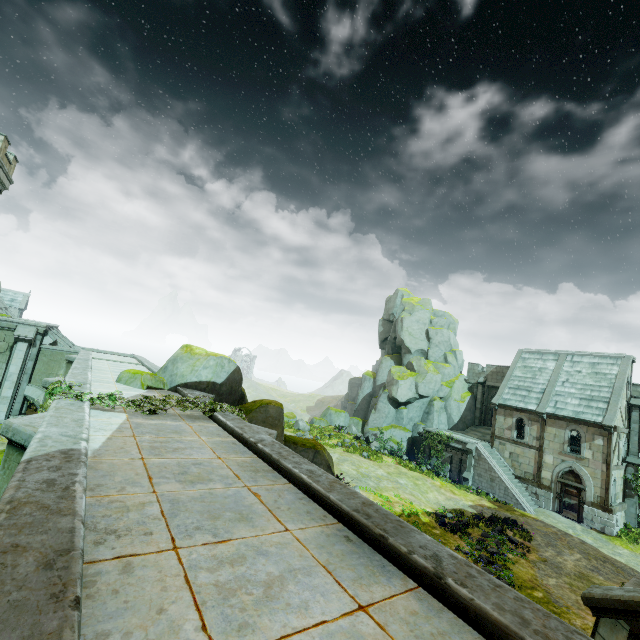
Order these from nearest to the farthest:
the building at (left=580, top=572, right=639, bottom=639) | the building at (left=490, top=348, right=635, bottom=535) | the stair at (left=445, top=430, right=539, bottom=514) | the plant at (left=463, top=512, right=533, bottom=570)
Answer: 1. the building at (left=580, top=572, right=639, bottom=639)
2. the plant at (left=463, top=512, right=533, bottom=570)
3. the building at (left=490, top=348, right=635, bottom=535)
4. the stair at (left=445, top=430, right=539, bottom=514)

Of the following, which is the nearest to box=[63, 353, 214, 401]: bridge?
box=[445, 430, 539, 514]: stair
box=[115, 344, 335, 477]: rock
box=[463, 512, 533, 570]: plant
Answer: box=[115, 344, 335, 477]: rock

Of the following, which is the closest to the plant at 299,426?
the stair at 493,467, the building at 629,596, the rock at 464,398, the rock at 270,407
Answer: the rock at 464,398

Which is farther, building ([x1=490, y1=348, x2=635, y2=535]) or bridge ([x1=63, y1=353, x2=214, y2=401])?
building ([x1=490, y1=348, x2=635, y2=535])

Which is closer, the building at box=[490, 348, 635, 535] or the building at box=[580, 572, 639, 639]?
the building at box=[580, 572, 639, 639]

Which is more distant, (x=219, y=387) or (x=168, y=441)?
(x=219, y=387)

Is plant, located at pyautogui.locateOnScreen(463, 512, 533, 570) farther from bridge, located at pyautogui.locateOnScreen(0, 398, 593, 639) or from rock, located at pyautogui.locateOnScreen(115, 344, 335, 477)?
bridge, located at pyautogui.locateOnScreen(0, 398, 593, 639)

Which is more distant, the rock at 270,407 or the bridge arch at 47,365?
the bridge arch at 47,365
